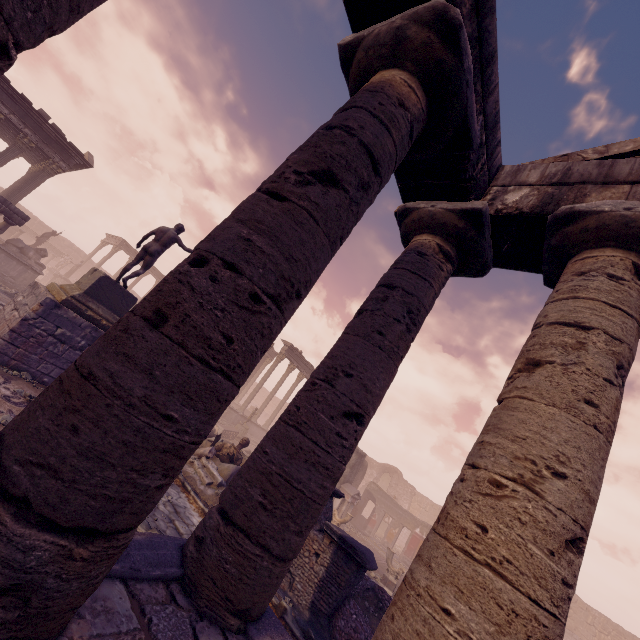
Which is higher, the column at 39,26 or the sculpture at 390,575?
the column at 39,26

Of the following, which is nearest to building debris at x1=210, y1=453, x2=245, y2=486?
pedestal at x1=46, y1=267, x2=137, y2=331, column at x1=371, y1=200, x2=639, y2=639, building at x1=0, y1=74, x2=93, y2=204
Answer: pedestal at x1=46, y1=267, x2=137, y2=331

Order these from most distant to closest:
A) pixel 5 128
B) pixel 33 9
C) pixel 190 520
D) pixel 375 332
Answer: pixel 5 128 < pixel 190 520 < pixel 375 332 < pixel 33 9

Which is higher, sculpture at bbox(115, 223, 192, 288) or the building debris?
sculpture at bbox(115, 223, 192, 288)

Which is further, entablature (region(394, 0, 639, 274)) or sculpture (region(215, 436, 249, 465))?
sculpture (region(215, 436, 249, 465))

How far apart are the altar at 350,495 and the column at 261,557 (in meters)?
15.37

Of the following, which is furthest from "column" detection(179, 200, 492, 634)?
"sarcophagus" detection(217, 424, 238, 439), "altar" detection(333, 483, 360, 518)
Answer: "sarcophagus" detection(217, 424, 238, 439)

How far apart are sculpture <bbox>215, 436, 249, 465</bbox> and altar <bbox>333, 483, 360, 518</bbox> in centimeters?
864cm
